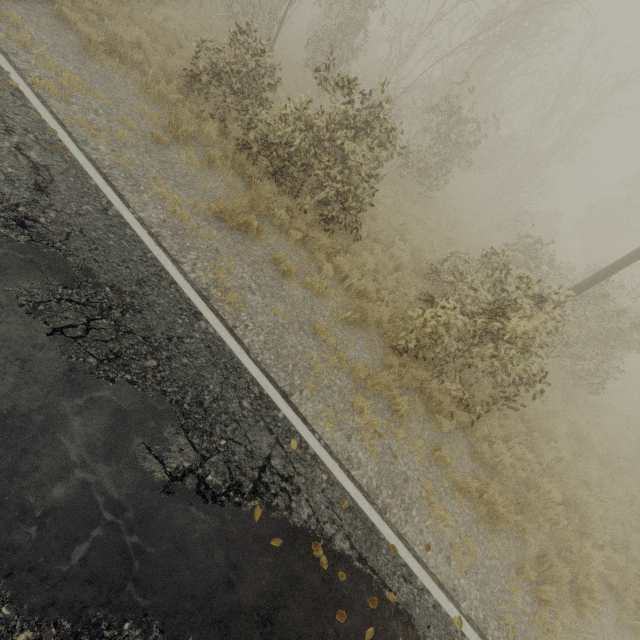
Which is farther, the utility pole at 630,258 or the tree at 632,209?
the utility pole at 630,258

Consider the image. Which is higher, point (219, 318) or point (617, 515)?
point (617, 515)

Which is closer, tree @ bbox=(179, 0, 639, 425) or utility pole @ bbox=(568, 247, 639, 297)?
tree @ bbox=(179, 0, 639, 425)
